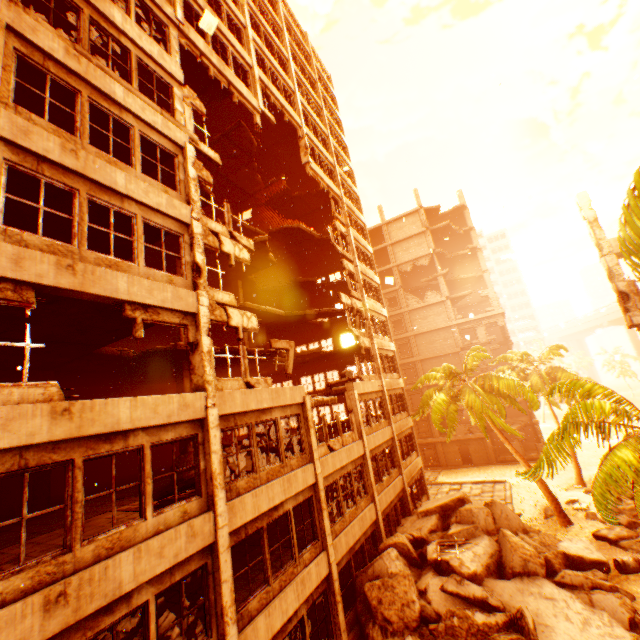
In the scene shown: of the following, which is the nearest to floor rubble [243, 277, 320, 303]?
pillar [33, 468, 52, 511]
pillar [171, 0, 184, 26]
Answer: pillar [33, 468, 52, 511]

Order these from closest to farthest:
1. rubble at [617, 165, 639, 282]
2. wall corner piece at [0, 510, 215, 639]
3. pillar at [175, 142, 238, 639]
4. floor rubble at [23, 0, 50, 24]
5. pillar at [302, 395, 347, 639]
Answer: rubble at [617, 165, 639, 282]
wall corner piece at [0, 510, 215, 639]
pillar at [175, 142, 238, 639]
floor rubble at [23, 0, 50, 24]
pillar at [302, 395, 347, 639]

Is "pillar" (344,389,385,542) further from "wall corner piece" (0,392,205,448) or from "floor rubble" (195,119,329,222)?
"wall corner piece" (0,392,205,448)

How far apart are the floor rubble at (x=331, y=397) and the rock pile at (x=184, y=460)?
0.91m

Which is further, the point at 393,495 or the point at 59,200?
the point at 393,495

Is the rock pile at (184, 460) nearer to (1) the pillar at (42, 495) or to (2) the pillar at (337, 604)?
(2) the pillar at (337, 604)

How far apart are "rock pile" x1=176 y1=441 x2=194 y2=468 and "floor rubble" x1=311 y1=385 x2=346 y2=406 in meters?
0.9
